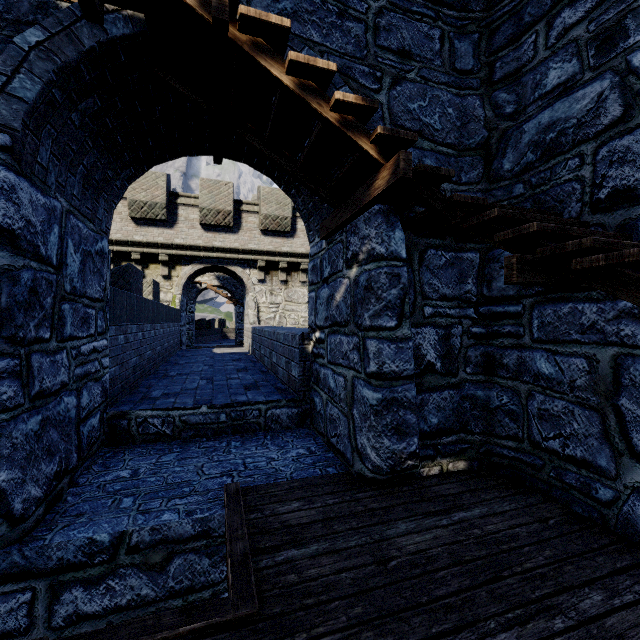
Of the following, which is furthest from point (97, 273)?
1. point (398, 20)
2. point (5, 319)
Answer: point (398, 20)
